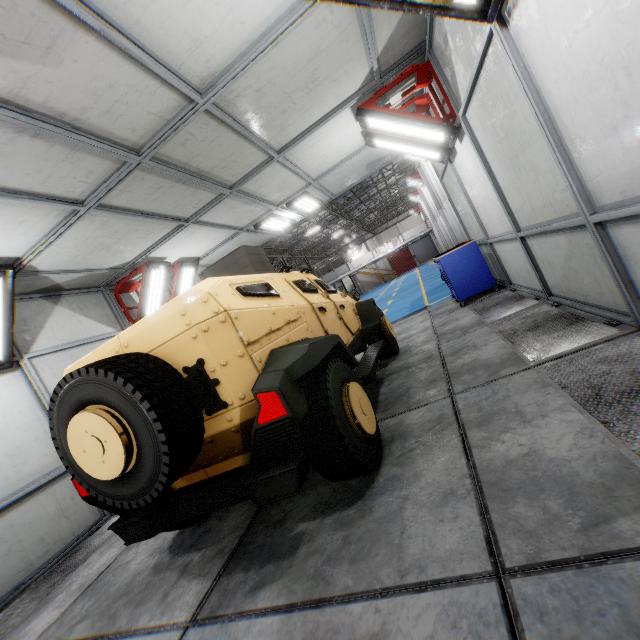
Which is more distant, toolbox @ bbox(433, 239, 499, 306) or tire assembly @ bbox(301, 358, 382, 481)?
toolbox @ bbox(433, 239, 499, 306)

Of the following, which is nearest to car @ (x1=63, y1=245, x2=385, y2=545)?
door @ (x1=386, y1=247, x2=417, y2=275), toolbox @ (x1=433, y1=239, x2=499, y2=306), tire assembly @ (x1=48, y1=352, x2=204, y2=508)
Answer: tire assembly @ (x1=48, y1=352, x2=204, y2=508)

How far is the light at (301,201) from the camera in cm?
760

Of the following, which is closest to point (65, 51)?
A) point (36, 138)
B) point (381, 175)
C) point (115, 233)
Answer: point (36, 138)

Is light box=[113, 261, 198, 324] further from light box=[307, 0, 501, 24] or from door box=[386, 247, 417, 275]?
door box=[386, 247, 417, 275]

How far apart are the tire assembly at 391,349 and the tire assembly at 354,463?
2.41m

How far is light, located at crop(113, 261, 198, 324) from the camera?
6.9 meters

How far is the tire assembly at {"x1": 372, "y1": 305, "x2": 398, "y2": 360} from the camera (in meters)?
5.62
